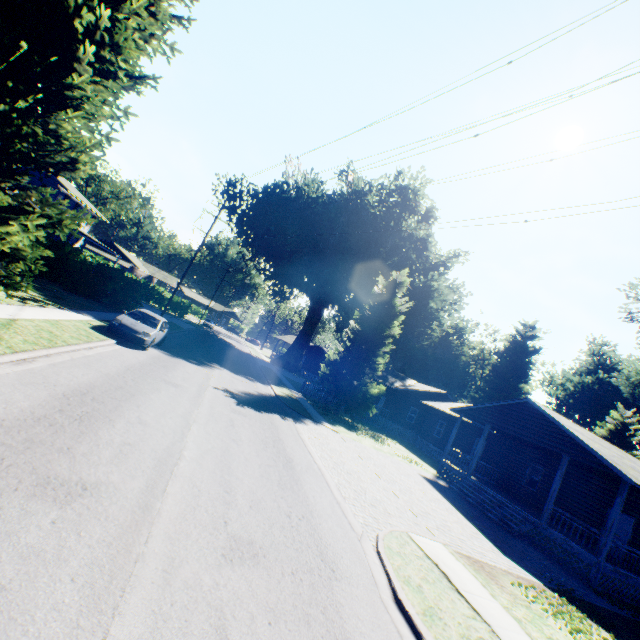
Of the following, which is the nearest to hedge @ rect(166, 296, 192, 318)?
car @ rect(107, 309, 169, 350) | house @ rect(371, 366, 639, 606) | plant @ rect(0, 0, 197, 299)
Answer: house @ rect(371, 366, 639, 606)

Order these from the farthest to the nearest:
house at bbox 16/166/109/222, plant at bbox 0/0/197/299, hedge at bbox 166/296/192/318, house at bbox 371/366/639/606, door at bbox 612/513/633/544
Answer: hedge at bbox 166/296/192/318
house at bbox 16/166/109/222
door at bbox 612/513/633/544
house at bbox 371/366/639/606
plant at bbox 0/0/197/299

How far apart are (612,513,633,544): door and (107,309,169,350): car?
25.4m

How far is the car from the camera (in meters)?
14.62

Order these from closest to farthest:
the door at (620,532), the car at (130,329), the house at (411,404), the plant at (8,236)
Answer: the plant at (8,236), the house at (411,404), the car at (130,329), the door at (620,532)

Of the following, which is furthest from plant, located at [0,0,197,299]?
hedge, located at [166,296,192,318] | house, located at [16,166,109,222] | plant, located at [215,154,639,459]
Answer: hedge, located at [166,296,192,318]

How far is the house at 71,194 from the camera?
33.47m

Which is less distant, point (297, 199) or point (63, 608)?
point (63, 608)
